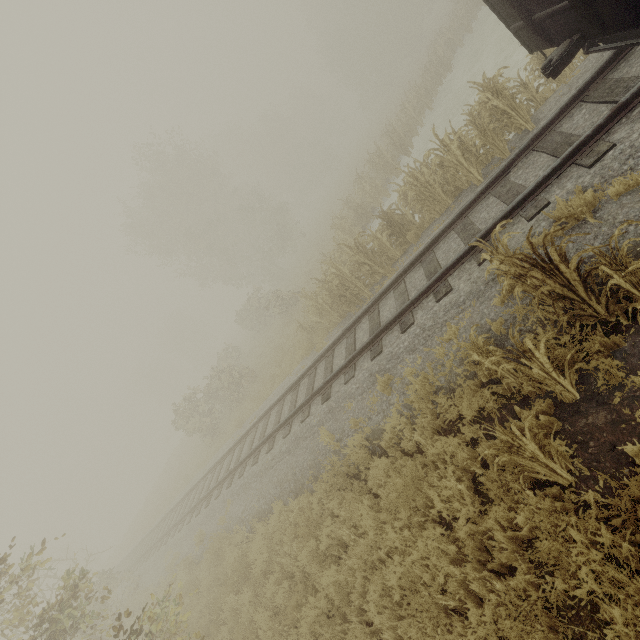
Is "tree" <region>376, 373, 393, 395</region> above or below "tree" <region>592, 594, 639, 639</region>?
above

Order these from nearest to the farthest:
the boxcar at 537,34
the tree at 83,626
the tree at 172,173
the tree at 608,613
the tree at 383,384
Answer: the tree at 608,613 < the tree at 83,626 < the boxcar at 537,34 < the tree at 383,384 < the tree at 172,173

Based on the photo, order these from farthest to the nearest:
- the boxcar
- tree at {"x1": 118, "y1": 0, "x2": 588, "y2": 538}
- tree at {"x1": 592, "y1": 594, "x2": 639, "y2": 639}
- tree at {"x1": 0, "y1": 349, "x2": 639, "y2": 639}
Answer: tree at {"x1": 118, "y1": 0, "x2": 588, "y2": 538} → the boxcar → tree at {"x1": 0, "y1": 349, "x2": 639, "y2": 639} → tree at {"x1": 592, "y1": 594, "x2": 639, "y2": 639}

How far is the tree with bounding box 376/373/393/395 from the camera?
6.5m

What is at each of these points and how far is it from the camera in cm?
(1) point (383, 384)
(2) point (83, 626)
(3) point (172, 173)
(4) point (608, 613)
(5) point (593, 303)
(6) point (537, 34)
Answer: (1) tree, 666
(2) tree, 619
(3) tree, 2956
(4) tree, 236
(5) tree, 397
(6) boxcar, 545

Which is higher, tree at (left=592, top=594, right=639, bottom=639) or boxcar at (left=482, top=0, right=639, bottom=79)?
boxcar at (left=482, top=0, right=639, bottom=79)

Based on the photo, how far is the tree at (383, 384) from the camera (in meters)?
6.53
